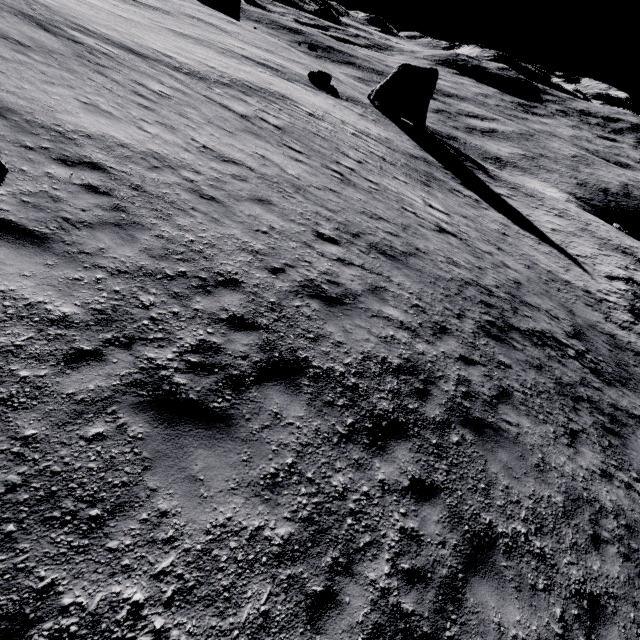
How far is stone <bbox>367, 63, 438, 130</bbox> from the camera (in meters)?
38.78

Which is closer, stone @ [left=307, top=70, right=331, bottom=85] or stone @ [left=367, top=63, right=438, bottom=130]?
stone @ [left=307, top=70, right=331, bottom=85]

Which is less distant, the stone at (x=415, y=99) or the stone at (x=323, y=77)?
the stone at (x=323, y=77)

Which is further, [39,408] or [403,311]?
[403,311]

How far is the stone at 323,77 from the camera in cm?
3702

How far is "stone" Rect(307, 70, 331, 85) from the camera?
37.0 meters
